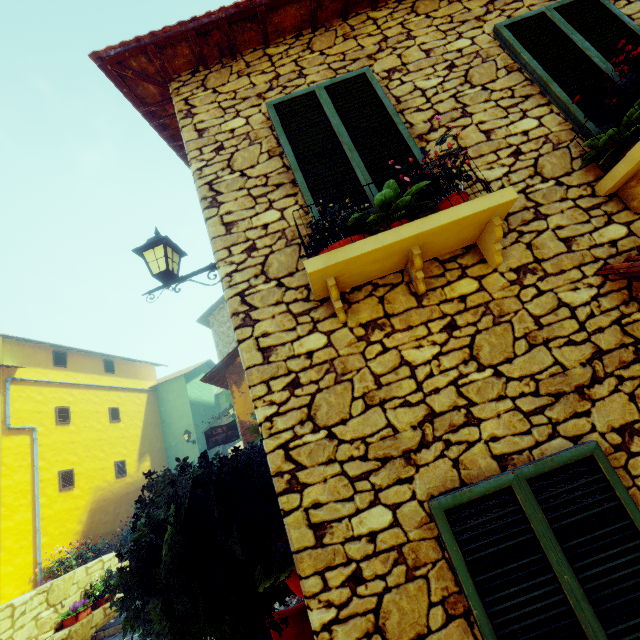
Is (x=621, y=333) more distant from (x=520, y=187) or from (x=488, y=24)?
(x=488, y=24)

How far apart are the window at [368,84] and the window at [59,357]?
15.4m

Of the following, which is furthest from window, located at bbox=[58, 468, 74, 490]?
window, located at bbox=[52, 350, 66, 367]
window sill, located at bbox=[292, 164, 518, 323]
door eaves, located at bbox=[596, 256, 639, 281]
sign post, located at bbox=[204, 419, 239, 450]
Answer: door eaves, located at bbox=[596, 256, 639, 281]

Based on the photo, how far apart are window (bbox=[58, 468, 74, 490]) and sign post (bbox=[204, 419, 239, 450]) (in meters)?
7.21

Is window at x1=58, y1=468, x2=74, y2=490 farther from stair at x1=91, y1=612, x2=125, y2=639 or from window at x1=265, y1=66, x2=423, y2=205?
window at x1=265, y1=66, x2=423, y2=205

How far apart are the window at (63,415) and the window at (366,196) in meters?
15.0 m

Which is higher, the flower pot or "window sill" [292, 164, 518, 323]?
"window sill" [292, 164, 518, 323]

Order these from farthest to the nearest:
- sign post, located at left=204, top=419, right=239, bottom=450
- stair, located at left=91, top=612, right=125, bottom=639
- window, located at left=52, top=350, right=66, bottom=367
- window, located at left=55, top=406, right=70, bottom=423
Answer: window, located at left=52, top=350, right=66, bottom=367 → window, located at left=55, top=406, right=70, bottom=423 → sign post, located at left=204, top=419, right=239, bottom=450 → stair, located at left=91, top=612, right=125, bottom=639
